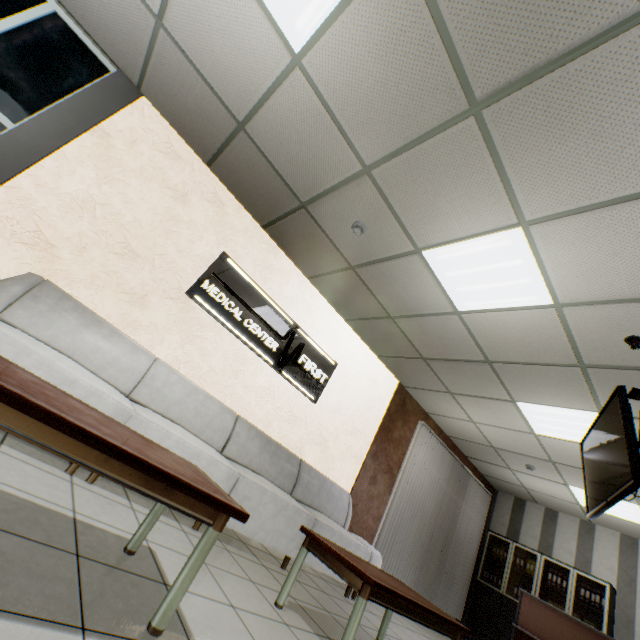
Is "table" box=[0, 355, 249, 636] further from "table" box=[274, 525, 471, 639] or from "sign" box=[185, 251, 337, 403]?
"sign" box=[185, 251, 337, 403]

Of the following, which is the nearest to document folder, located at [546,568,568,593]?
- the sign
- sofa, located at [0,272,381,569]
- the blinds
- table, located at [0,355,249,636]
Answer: the blinds

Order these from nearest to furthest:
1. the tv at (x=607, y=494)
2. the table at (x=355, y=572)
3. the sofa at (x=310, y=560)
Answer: the table at (x=355, y=572) < the tv at (x=607, y=494) < the sofa at (x=310, y=560)

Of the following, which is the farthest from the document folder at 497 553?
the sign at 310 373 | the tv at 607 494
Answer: the sign at 310 373

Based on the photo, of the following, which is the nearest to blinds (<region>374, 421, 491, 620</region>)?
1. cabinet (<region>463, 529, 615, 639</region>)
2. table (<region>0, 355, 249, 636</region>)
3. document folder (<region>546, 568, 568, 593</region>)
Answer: cabinet (<region>463, 529, 615, 639</region>)

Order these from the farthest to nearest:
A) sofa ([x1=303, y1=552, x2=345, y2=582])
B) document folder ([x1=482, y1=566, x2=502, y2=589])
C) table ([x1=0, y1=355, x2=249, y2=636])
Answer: document folder ([x1=482, y1=566, x2=502, y2=589]), sofa ([x1=303, y1=552, x2=345, y2=582]), table ([x1=0, y1=355, x2=249, y2=636])

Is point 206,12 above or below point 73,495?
above

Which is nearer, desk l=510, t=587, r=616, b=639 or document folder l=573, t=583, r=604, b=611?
desk l=510, t=587, r=616, b=639
